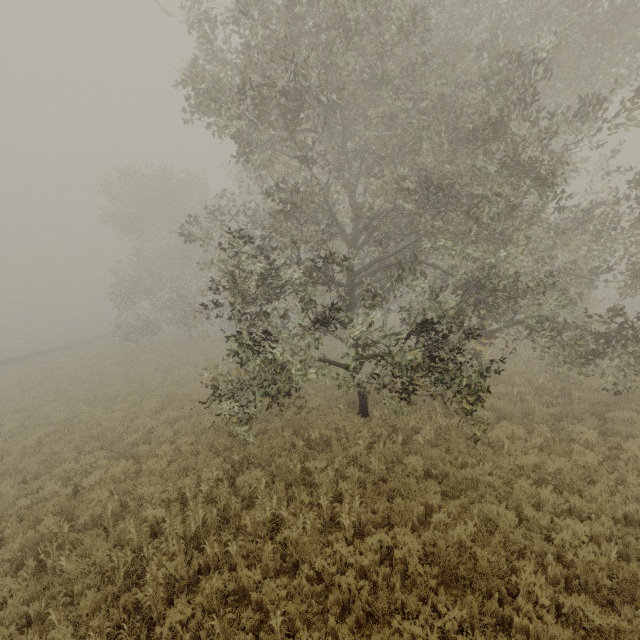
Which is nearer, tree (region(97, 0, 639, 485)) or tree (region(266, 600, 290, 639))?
tree (region(266, 600, 290, 639))

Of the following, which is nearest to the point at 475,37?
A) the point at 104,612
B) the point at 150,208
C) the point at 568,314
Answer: the point at 568,314

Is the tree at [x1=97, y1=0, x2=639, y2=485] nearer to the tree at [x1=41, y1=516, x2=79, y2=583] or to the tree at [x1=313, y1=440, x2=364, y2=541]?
the tree at [x1=313, y1=440, x2=364, y2=541]

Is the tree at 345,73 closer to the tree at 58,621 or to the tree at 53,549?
the tree at 58,621

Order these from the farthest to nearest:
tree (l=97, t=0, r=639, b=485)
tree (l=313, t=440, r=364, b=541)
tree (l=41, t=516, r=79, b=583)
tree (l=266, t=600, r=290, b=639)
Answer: tree (l=97, t=0, r=639, b=485), tree (l=313, t=440, r=364, b=541), tree (l=41, t=516, r=79, b=583), tree (l=266, t=600, r=290, b=639)

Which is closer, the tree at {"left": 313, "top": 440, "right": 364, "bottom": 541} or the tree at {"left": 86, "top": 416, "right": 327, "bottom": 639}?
the tree at {"left": 86, "top": 416, "right": 327, "bottom": 639}

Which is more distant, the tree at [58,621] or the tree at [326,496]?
the tree at [326,496]
